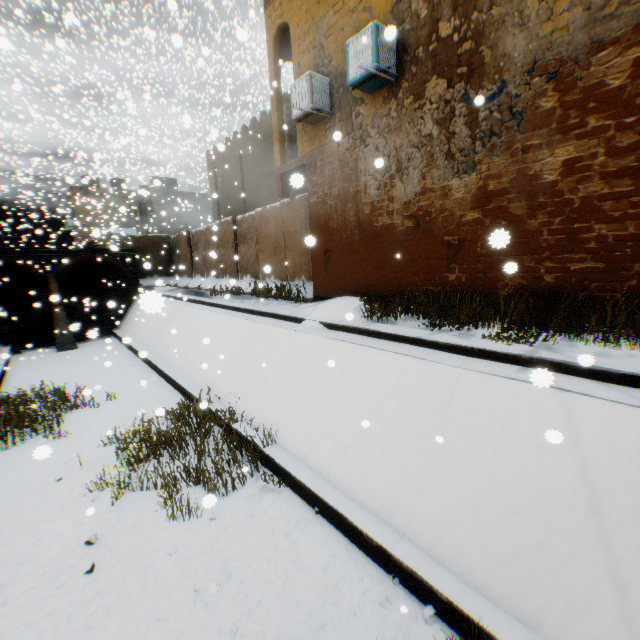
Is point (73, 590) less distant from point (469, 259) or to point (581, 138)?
point (469, 259)

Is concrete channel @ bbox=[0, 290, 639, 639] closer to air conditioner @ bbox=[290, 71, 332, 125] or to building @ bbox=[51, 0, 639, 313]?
building @ bbox=[51, 0, 639, 313]

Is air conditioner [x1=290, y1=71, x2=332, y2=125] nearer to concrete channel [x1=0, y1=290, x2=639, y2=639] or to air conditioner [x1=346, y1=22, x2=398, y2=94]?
air conditioner [x1=346, y1=22, x2=398, y2=94]

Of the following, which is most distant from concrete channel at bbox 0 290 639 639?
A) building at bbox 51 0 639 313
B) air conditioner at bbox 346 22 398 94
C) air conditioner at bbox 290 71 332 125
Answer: air conditioner at bbox 290 71 332 125

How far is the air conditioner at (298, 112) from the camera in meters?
7.9 m

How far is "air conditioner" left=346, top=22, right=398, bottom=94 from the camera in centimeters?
636cm

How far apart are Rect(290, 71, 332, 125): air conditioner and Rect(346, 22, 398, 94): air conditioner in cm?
120

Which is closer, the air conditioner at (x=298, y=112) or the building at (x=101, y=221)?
the building at (x=101, y=221)
